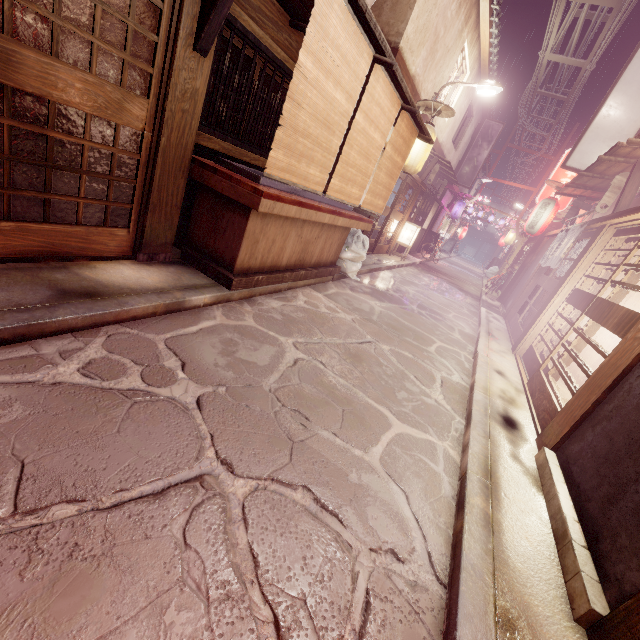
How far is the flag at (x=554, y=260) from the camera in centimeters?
1235cm

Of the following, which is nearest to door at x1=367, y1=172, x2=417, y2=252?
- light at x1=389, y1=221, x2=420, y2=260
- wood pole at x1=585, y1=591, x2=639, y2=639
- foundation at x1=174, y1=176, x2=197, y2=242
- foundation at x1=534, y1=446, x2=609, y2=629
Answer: light at x1=389, y1=221, x2=420, y2=260

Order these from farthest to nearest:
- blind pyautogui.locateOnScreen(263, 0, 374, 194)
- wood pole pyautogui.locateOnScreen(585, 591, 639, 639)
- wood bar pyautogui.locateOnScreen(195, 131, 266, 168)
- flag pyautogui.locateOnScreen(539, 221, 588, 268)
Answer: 1. flag pyautogui.locateOnScreen(539, 221, 588, 268)
2. wood bar pyautogui.locateOnScreen(195, 131, 266, 168)
3. blind pyautogui.locateOnScreen(263, 0, 374, 194)
4. wood pole pyautogui.locateOnScreen(585, 591, 639, 639)

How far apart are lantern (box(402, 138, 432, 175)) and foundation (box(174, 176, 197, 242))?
10.5 meters

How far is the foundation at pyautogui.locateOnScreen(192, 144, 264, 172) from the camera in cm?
719

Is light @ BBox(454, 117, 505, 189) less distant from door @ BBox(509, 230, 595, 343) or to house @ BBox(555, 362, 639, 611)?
door @ BBox(509, 230, 595, 343)

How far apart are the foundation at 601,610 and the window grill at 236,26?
9.1m

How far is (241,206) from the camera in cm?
710
